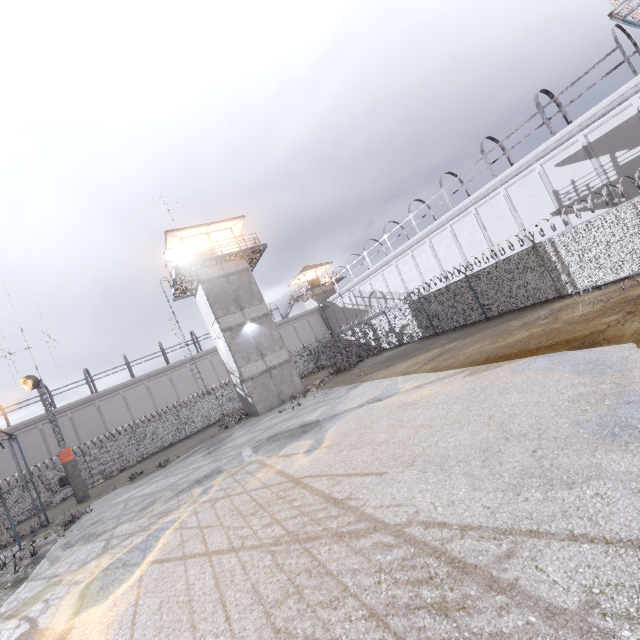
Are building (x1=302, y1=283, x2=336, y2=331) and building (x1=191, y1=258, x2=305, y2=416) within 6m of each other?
no

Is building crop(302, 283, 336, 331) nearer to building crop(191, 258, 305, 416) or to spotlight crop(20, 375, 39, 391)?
building crop(191, 258, 305, 416)

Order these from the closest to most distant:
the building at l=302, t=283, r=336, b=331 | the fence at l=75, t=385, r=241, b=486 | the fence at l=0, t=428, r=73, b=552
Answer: the fence at l=0, t=428, r=73, b=552 < the fence at l=75, t=385, r=241, b=486 < the building at l=302, t=283, r=336, b=331

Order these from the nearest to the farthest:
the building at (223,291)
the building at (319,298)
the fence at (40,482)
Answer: the fence at (40,482)
the building at (223,291)
the building at (319,298)

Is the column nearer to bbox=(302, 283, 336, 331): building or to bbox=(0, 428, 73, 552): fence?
bbox=(0, 428, 73, 552): fence

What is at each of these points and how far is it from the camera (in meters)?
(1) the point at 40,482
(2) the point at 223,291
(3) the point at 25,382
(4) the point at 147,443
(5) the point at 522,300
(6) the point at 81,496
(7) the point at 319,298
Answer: (1) fence, 26.39
(2) building, 24.36
(3) spotlight, 21.78
(4) fence, 30.17
(5) fence, 16.61
(6) column, 21.47
(7) building, 49.38

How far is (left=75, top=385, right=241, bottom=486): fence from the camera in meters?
28.1

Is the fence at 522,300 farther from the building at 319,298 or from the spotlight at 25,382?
the building at 319,298
